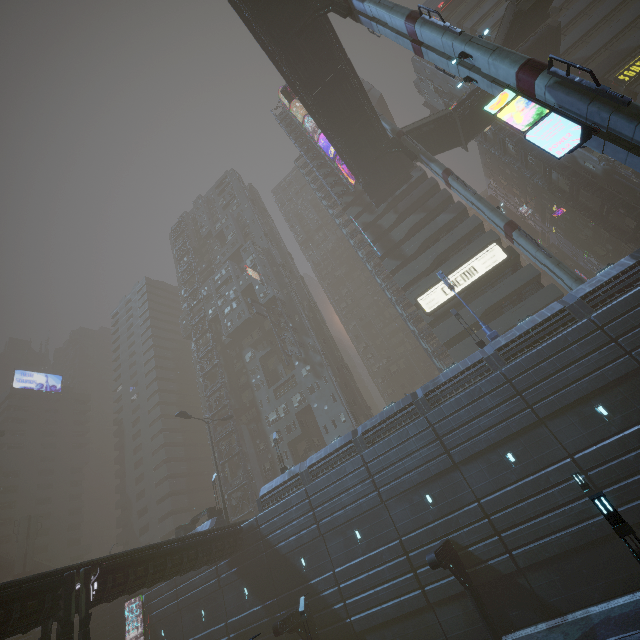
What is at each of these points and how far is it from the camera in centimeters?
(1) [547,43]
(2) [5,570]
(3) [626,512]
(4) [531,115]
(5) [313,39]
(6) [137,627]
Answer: (1) bridge, 3284cm
(2) stairs, 4922cm
(3) building, 1655cm
(4) sign, 1315cm
(5) bridge, 2809cm
(6) building, 3247cm

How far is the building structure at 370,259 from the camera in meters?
41.3

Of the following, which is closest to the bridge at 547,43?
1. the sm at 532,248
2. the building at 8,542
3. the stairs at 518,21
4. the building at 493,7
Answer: the stairs at 518,21

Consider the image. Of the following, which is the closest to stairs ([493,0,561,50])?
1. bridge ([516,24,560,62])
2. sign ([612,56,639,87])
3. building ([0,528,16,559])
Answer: bridge ([516,24,560,62])

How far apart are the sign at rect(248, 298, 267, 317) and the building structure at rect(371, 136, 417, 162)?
26.26m

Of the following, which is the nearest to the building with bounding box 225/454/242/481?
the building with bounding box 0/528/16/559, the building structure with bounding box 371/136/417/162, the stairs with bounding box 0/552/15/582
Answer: the building with bounding box 0/528/16/559

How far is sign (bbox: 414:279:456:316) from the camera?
36.62m

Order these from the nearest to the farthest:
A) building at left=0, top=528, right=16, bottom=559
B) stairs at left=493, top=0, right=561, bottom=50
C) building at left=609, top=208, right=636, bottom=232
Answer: stairs at left=493, top=0, right=561, bottom=50 < building at left=609, top=208, right=636, bottom=232 < building at left=0, top=528, right=16, bottom=559
